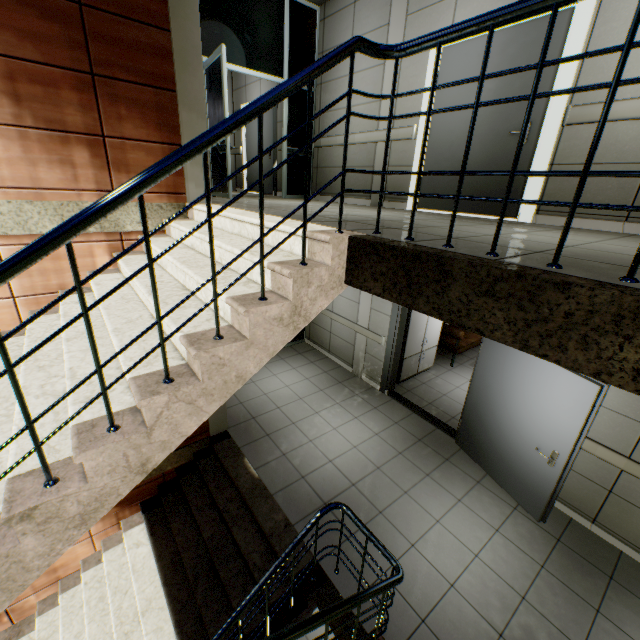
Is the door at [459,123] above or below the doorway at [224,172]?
above

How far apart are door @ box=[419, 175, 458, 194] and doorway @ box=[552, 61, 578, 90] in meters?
0.0

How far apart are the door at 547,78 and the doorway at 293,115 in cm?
274

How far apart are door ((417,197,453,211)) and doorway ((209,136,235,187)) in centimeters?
274cm

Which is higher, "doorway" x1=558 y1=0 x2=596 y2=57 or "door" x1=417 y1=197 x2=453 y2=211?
"doorway" x1=558 y1=0 x2=596 y2=57

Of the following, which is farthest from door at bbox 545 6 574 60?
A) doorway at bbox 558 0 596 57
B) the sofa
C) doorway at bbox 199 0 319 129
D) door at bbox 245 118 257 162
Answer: door at bbox 245 118 257 162

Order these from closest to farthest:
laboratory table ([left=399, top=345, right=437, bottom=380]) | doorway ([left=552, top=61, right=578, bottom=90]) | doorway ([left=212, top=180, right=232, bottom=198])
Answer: doorway ([left=552, top=61, right=578, bottom=90]) < doorway ([left=212, top=180, right=232, bottom=198]) < laboratory table ([left=399, top=345, right=437, bottom=380])

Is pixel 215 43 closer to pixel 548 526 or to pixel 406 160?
pixel 406 160
